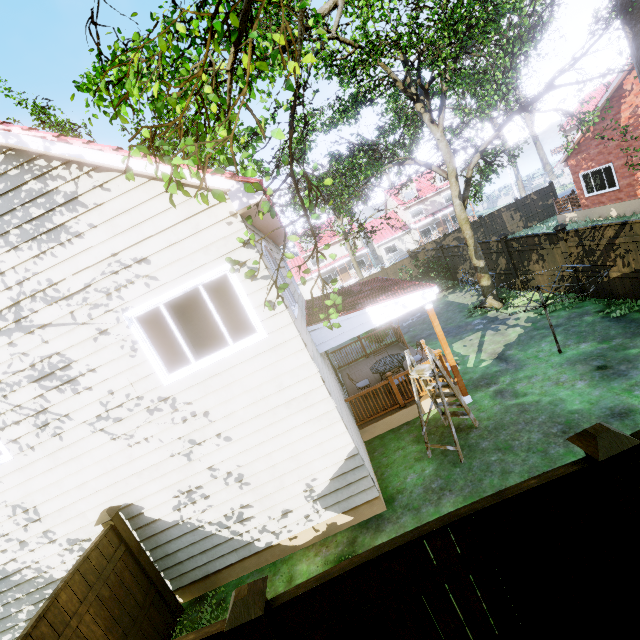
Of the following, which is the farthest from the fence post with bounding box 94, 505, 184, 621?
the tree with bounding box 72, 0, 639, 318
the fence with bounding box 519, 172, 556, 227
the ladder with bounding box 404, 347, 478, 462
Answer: the ladder with bounding box 404, 347, 478, 462

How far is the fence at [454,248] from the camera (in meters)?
17.31

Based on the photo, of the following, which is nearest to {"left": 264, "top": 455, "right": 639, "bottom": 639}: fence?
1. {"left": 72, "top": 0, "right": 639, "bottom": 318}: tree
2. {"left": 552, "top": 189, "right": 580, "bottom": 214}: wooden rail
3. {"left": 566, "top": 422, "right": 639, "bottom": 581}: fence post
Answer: {"left": 566, "top": 422, "right": 639, "bottom": 581}: fence post

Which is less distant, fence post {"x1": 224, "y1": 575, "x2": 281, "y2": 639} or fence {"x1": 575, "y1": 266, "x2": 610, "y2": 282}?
fence post {"x1": 224, "y1": 575, "x2": 281, "y2": 639}

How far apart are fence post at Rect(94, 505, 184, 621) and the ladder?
5.67m

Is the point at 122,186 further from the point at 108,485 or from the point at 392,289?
the point at 392,289

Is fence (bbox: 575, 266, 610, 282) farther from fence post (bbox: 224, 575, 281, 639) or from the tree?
the tree

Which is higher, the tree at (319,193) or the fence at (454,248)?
the tree at (319,193)
